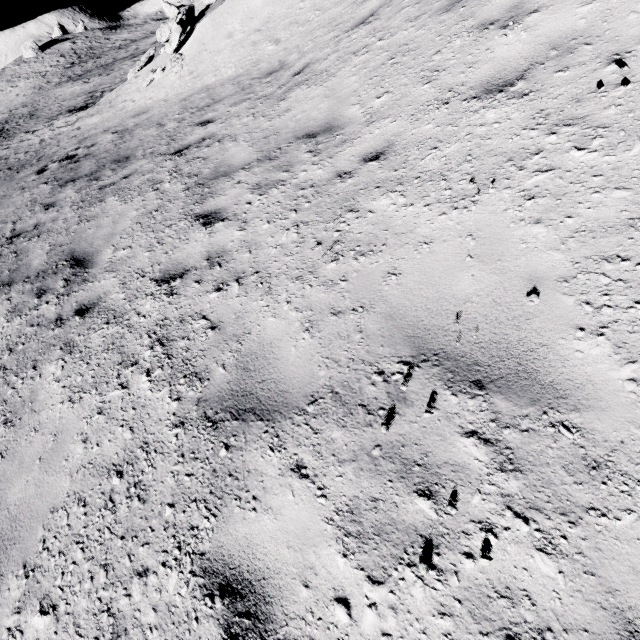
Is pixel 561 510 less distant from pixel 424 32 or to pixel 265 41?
pixel 424 32

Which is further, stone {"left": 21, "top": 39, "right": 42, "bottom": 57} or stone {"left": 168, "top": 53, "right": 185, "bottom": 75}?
stone {"left": 21, "top": 39, "right": 42, "bottom": 57}

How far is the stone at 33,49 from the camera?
54.2m

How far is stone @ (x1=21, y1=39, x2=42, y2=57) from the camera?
54.22m

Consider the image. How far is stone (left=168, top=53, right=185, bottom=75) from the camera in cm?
1055

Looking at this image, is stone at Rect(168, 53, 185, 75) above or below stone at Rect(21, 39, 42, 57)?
below

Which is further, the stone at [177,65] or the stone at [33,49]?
the stone at [33,49]
